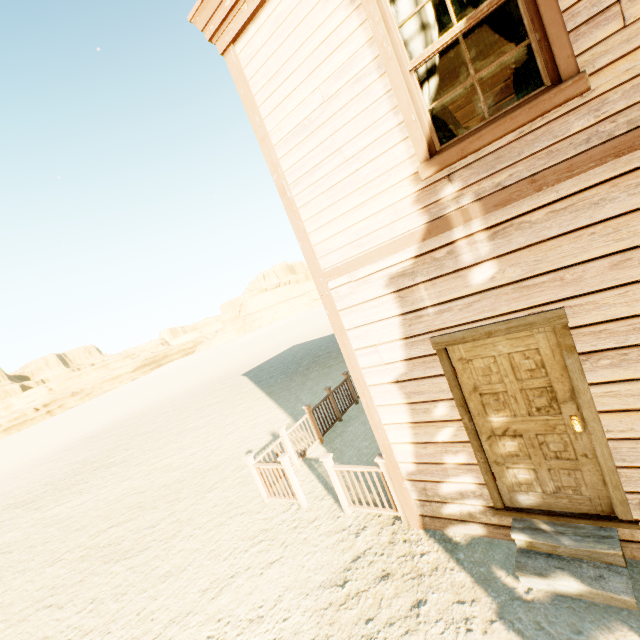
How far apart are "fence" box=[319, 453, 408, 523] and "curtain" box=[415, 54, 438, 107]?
3.7 meters

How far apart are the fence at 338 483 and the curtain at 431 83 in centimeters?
373cm

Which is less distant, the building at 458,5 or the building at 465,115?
the building at 458,5

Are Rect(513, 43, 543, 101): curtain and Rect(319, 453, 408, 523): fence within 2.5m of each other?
no

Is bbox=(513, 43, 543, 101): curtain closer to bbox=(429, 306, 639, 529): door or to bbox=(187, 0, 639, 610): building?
bbox=(187, 0, 639, 610): building

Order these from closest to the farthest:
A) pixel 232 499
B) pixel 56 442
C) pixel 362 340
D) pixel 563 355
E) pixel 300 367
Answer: pixel 563 355 < pixel 362 340 < pixel 232 499 < pixel 300 367 < pixel 56 442

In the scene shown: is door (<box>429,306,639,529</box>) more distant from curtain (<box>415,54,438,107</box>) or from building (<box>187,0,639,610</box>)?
curtain (<box>415,54,438,107</box>)

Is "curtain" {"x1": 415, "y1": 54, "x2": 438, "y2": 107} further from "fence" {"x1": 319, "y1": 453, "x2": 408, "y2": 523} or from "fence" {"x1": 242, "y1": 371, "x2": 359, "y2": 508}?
"fence" {"x1": 242, "y1": 371, "x2": 359, "y2": 508}
